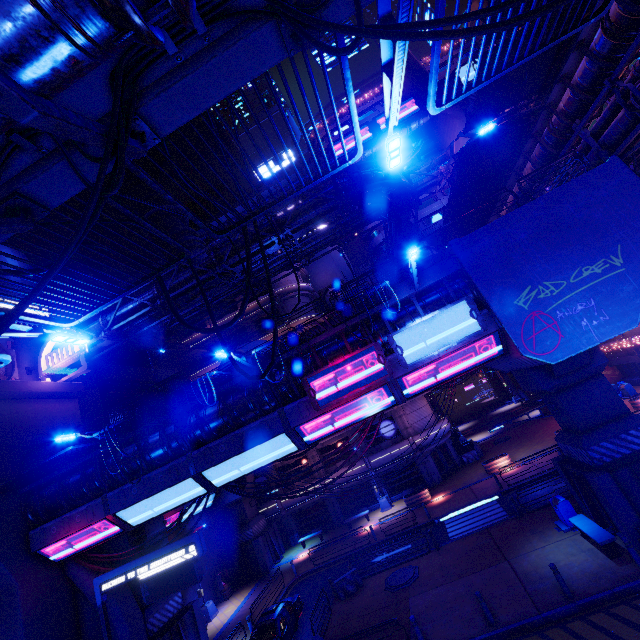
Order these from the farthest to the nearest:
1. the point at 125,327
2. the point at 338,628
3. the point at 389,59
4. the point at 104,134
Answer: the point at 125,327
the point at 338,628
the point at 389,59
the point at 104,134

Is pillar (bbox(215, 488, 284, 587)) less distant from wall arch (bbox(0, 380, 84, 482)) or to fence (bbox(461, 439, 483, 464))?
wall arch (bbox(0, 380, 84, 482))

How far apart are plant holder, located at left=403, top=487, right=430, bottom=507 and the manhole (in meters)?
9.35

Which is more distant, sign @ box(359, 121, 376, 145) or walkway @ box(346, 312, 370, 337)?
sign @ box(359, 121, 376, 145)

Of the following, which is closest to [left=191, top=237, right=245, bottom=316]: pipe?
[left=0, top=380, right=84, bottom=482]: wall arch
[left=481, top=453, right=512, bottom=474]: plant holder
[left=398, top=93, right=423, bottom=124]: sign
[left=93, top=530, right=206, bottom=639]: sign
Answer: [left=0, top=380, right=84, bottom=482]: wall arch

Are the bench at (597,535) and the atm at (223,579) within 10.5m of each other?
no

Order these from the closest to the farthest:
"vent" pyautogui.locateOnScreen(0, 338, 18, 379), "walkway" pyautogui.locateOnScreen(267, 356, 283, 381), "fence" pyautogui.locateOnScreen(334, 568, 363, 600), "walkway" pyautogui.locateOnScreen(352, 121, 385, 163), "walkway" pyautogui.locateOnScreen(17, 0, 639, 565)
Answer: "walkway" pyautogui.locateOnScreen(17, 0, 639, 565) → "walkway" pyautogui.locateOnScreen(267, 356, 283, 381) → "fence" pyautogui.locateOnScreen(334, 568, 363, 600) → "vent" pyautogui.locateOnScreen(0, 338, 18, 379) → "walkway" pyautogui.locateOnScreen(352, 121, 385, 163)

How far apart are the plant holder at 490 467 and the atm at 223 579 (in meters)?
23.38
